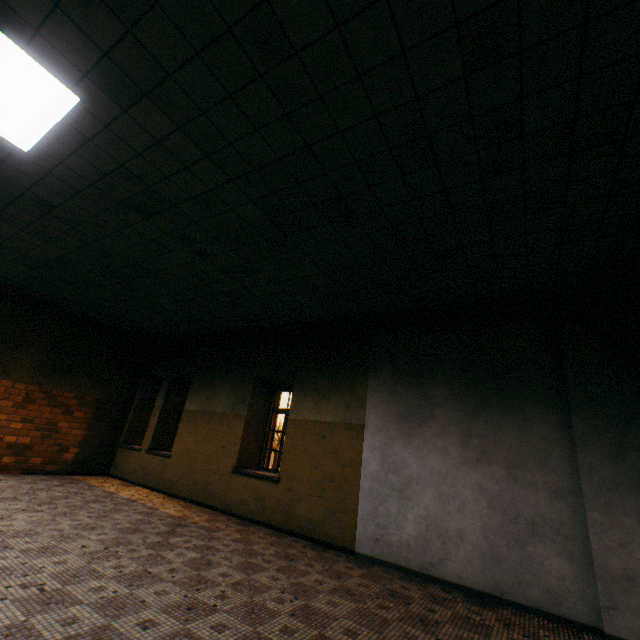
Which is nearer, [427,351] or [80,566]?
[80,566]
